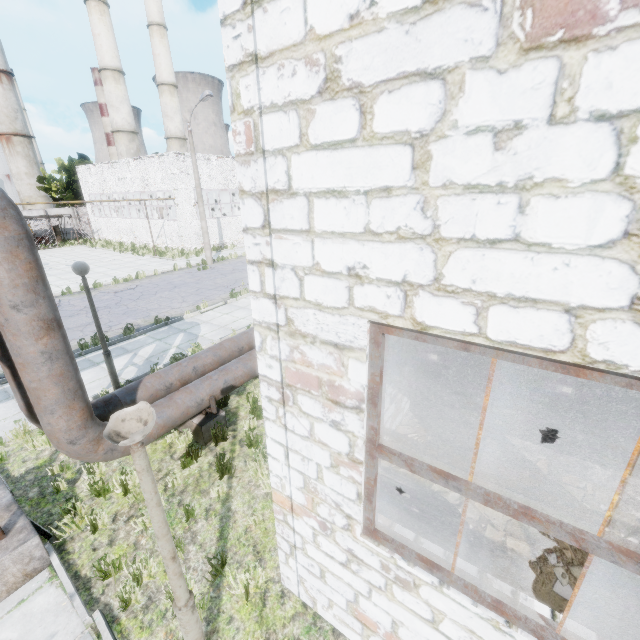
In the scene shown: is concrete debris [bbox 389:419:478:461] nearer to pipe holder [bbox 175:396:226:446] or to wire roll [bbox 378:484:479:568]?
wire roll [bbox 378:484:479:568]

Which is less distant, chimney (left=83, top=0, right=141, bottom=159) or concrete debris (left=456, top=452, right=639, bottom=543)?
concrete debris (left=456, top=452, right=639, bottom=543)

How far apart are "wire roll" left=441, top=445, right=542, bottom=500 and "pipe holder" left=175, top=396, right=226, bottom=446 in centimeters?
433cm

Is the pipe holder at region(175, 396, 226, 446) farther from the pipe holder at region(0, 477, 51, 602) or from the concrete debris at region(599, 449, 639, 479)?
the concrete debris at region(599, 449, 639, 479)

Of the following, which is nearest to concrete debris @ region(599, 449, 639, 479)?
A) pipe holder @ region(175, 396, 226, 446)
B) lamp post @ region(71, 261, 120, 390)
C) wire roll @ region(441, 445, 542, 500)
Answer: wire roll @ region(441, 445, 542, 500)

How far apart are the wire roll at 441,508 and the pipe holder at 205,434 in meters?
3.6

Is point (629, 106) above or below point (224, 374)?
above

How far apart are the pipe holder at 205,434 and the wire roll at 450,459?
4.3 meters
